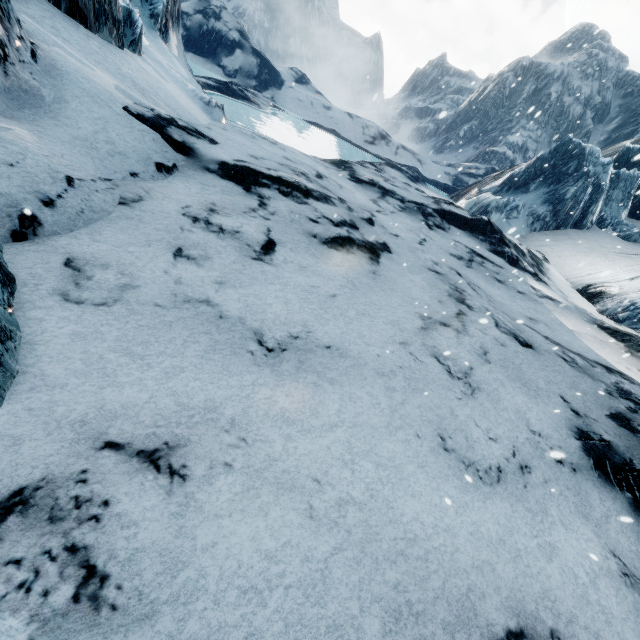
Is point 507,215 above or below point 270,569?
above
